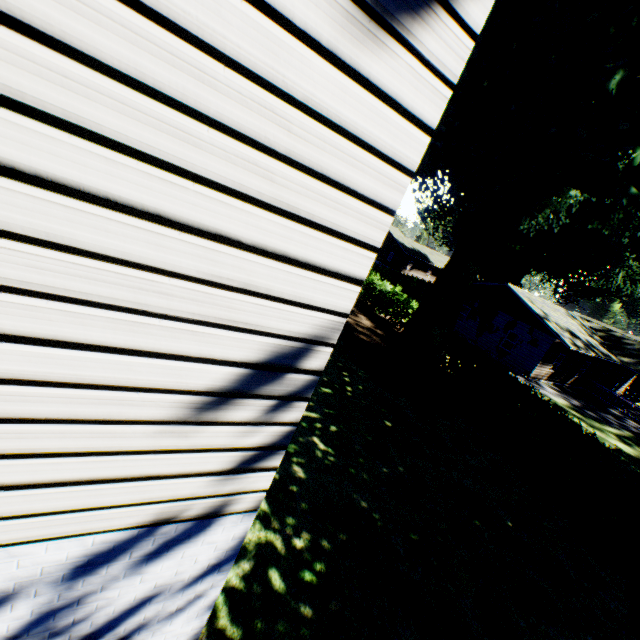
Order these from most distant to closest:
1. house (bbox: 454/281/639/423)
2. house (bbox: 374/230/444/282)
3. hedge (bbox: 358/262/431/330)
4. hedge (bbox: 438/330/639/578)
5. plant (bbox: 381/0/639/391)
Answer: house (bbox: 374/230/444/282) < house (bbox: 454/281/639/423) < hedge (bbox: 358/262/431/330) < hedge (bbox: 438/330/639/578) < plant (bbox: 381/0/639/391)

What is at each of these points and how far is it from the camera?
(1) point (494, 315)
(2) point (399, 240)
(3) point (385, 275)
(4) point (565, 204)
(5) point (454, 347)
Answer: (1) house, 26.9m
(2) house, 55.3m
(3) hedge, 37.4m
(4) plant, 20.6m
(5) hedge, 16.3m

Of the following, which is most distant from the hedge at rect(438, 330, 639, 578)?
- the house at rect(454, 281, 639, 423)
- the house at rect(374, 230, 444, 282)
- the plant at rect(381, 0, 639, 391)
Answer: the house at rect(374, 230, 444, 282)

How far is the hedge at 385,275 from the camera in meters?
21.7 m

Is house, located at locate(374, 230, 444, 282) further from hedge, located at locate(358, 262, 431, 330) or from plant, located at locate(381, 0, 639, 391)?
hedge, located at locate(358, 262, 431, 330)

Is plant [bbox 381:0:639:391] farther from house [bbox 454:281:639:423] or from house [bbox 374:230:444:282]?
house [bbox 374:230:444:282]

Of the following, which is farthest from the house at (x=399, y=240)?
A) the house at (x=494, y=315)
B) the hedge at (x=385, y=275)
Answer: the house at (x=494, y=315)

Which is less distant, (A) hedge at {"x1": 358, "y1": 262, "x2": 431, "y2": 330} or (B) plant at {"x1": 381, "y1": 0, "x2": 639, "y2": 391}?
(B) plant at {"x1": 381, "y1": 0, "x2": 639, "y2": 391}
